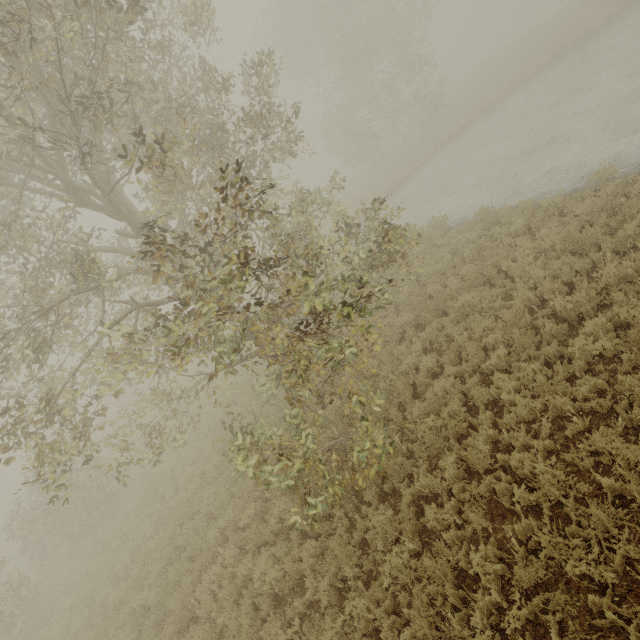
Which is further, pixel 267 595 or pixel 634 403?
pixel 267 595
